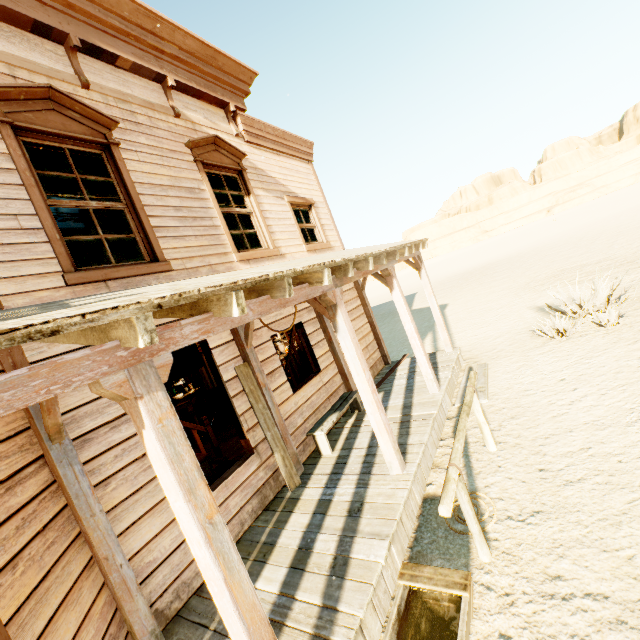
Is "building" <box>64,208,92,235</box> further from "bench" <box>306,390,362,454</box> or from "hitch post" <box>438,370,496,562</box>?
"hitch post" <box>438,370,496,562</box>

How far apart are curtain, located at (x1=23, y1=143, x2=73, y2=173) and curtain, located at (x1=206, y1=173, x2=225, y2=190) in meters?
1.5

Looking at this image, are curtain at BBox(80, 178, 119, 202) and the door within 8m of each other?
no

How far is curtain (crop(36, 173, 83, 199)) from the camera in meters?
3.7 m

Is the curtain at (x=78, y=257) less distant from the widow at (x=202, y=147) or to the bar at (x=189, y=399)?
the widow at (x=202, y=147)

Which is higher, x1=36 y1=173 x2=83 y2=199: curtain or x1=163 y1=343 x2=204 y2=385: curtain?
x1=36 y1=173 x2=83 y2=199: curtain

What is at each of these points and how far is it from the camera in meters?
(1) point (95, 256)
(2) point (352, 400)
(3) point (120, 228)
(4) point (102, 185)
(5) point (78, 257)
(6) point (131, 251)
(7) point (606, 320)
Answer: (1) building, 6.5 m
(2) bench, 6.4 m
(3) curtain, 4.4 m
(4) curtain, 4.3 m
(5) curtain, 3.8 m
(6) curtain, 4.4 m
(7) plant, 7.2 m

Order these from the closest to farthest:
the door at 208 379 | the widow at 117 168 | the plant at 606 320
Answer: the widow at 117 168 → the plant at 606 320 → the door at 208 379
